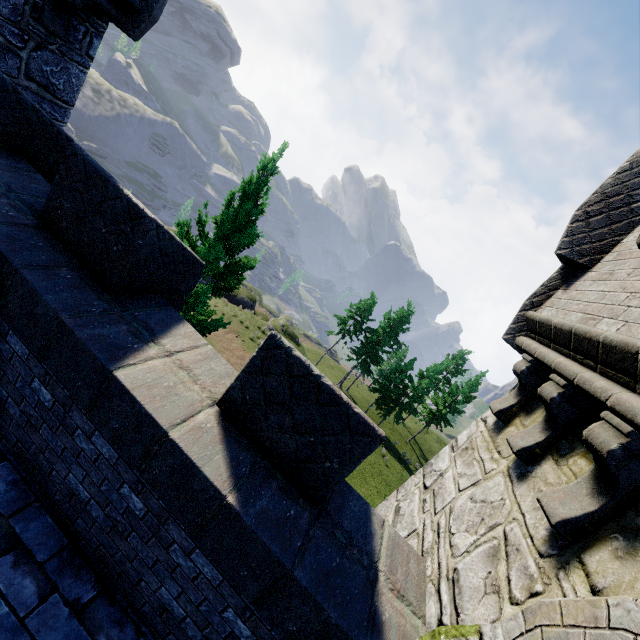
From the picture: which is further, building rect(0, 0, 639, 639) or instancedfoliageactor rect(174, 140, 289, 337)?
instancedfoliageactor rect(174, 140, 289, 337)

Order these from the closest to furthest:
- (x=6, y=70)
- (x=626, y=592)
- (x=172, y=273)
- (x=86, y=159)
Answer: (x=626, y=592)
(x=86, y=159)
(x=172, y=273)
(x=6, y=70)

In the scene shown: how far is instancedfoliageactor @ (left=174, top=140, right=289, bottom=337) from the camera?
9.7 meters

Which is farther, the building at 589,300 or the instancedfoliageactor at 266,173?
the instancedfoliageactor at 266,173

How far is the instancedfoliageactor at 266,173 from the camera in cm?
966
